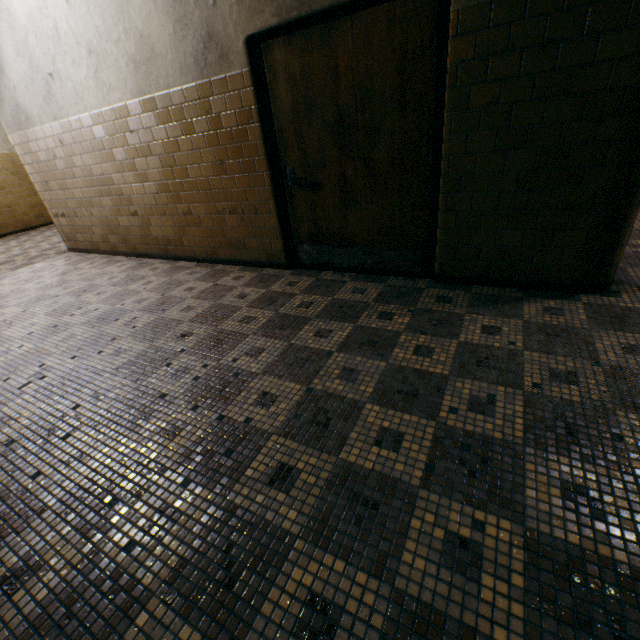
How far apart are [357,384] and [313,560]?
1.00m
